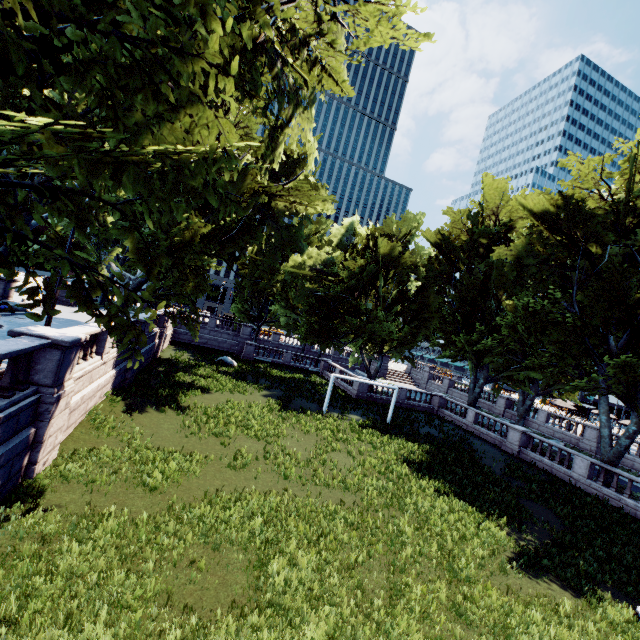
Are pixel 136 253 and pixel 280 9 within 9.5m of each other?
yes
